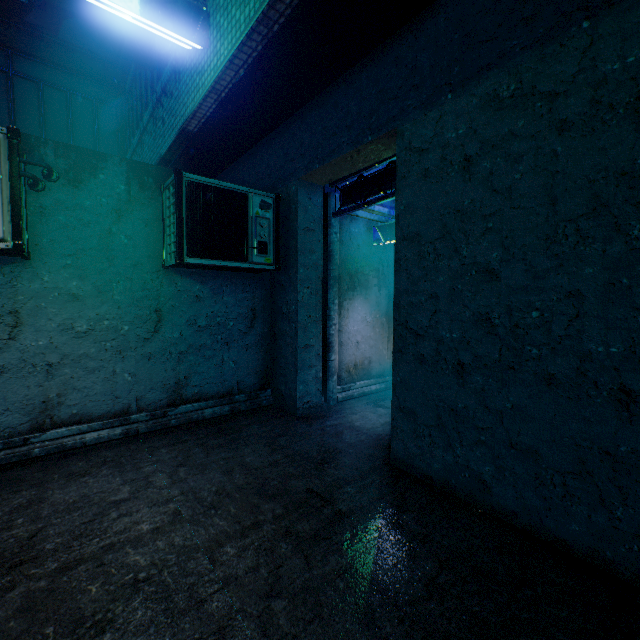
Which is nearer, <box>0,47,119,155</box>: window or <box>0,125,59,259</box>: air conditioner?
<box>0,125,59,259</box>: air conditioner

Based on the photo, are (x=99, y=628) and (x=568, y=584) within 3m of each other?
yes

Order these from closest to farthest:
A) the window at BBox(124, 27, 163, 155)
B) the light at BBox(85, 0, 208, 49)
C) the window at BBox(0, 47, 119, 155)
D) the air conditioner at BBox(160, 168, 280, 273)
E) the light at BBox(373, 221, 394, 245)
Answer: the light at BBox(85, 0, 208, 49) → the air conditioner at BBox(160, 168, 280, 273) → the window at BBox(124, 27, 163, 155) → the light at BBox(373, 221, 394, 245) → the window at BBox(0, 47, 119, 155)

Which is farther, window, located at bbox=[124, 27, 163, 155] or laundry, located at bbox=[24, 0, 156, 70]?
window, located at bbox=[124, 27, 163, 155]

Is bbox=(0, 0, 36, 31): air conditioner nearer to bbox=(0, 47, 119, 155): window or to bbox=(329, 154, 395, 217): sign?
bbox=(0, 47, 119, 155): window

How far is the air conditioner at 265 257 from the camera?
3.20m

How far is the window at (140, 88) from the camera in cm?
424

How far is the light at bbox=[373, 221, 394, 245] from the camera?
4.85m
